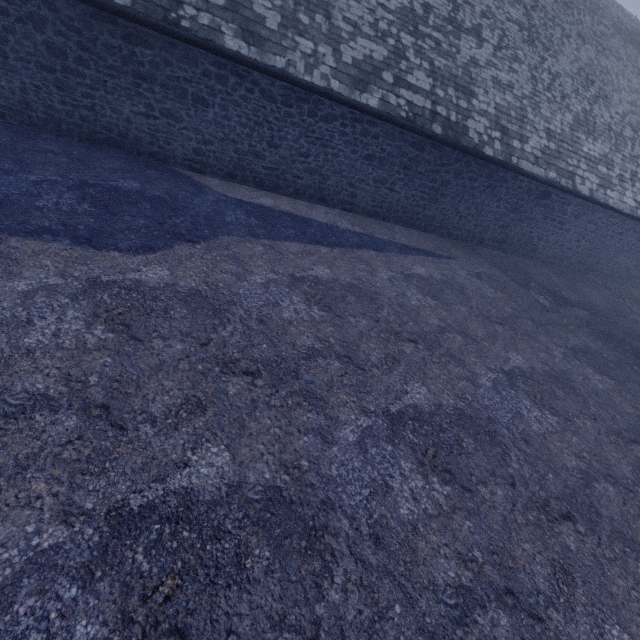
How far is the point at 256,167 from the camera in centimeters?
902cm
